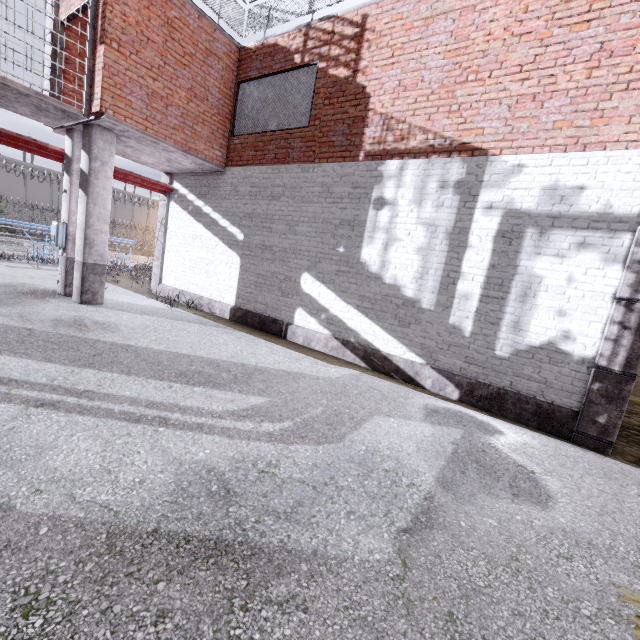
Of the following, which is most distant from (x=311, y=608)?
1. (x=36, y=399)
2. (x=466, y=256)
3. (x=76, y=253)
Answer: (x=76, y=253)

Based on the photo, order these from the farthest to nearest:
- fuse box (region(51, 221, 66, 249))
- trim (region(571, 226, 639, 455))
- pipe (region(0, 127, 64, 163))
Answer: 1. fuse box (region(51, 221, 66, 249))
2. pipe (region(0, 127, 64, 163))
3. trim (region(571, 226, 639, 455))

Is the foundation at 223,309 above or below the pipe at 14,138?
below

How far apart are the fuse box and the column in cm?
50

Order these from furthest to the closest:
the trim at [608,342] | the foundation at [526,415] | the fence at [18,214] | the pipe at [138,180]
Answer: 1. the fence at [18,214]
2. the pipe at [138,180]
3. the foundation at [526,415]
4. the trim at [608,342]

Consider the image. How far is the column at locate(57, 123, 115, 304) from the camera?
7.16m

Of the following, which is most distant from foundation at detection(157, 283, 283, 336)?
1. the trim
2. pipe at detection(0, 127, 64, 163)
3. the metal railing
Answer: the metal railing

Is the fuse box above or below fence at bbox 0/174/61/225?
below
